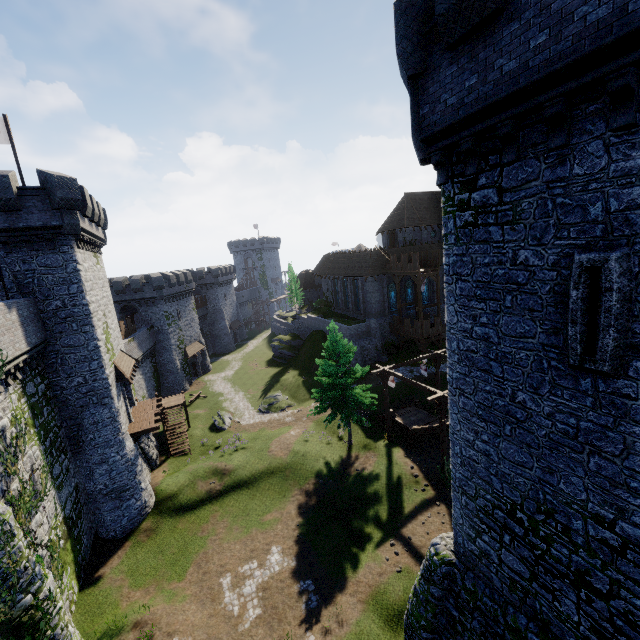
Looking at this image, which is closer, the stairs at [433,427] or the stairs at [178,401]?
the stairs at [433,427]

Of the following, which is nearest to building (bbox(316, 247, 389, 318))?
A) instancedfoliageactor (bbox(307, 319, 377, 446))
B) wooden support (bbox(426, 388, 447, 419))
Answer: instancedfoliageactor (bbox(307, 319, 377, 446))

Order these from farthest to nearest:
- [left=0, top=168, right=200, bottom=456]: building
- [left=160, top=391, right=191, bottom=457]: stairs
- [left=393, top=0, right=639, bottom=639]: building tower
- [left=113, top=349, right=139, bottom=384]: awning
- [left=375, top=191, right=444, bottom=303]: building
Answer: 1. [left=375, top=191, right=444, bottom=303]: building
2. [left=160, top=391, right=191, bottom=457]: stairs
3. [left=113, top=349, right=139, bottom=384]: awning
4. [left=0, top=168, right=200, bottom=456]: building
5. [left=393, top=0, right=639, bottom=639]: building tower

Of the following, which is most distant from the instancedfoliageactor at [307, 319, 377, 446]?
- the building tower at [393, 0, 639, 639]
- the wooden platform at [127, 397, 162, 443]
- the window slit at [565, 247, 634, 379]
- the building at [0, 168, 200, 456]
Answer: the window slit at [565, 247, 634, 379]

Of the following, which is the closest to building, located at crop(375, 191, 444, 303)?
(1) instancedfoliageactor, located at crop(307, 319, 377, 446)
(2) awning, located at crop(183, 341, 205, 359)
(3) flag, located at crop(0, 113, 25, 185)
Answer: (1) instancedfoliageactor, located at crop(307, 319, 377, 446)

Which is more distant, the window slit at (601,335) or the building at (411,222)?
the building at (411,222)

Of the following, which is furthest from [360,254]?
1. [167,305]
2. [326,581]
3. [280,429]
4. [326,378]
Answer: [326,581]

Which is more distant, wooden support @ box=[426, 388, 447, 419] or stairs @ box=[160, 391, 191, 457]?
stairs @ box=[160, 391, 191, 457]
